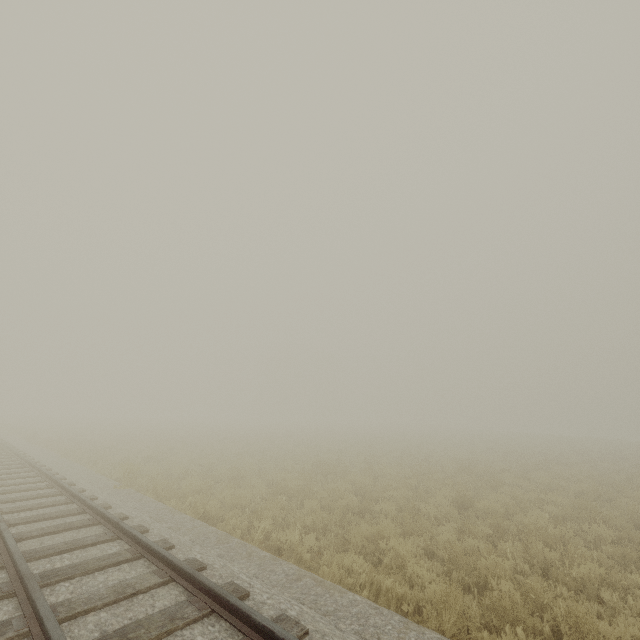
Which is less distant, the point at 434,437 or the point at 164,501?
the point at 164,501
